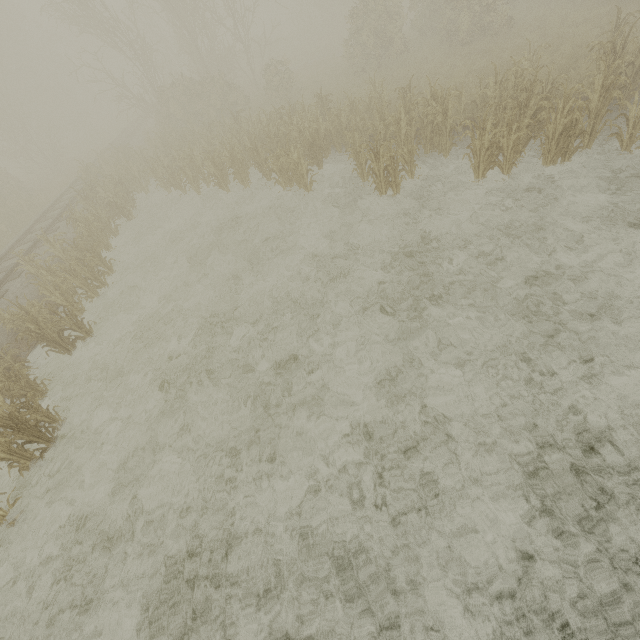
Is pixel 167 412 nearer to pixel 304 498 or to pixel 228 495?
pixel 228 495

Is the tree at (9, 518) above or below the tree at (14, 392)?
below

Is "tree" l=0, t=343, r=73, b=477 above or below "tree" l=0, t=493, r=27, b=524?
above
